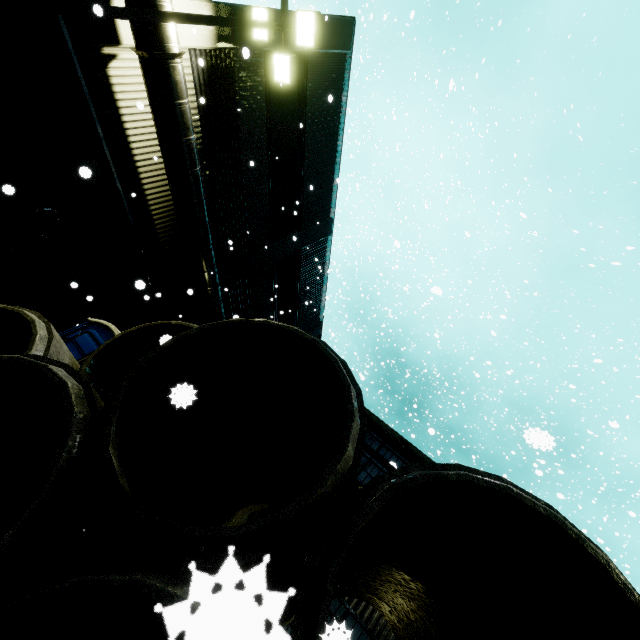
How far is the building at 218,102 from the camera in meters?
9.9

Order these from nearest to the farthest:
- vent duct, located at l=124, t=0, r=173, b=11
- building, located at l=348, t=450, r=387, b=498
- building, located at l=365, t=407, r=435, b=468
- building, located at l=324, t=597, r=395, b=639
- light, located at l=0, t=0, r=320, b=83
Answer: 1. building, located at l=324, t=597, r=395, b=639
2. light, located at l=0, t=0, r=320, b=83
3. vent duct, located at l=124, t=0, r=173, b=11
4. building, located at l=348, t=450, r=387, b=498
5. building, located at l=365, t=407, r=435, b=468

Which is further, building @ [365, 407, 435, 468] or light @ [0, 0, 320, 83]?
building @ [365, 407, 435, 468]

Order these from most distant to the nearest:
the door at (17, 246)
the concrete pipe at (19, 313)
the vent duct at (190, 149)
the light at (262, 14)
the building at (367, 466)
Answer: the building at (367, 466)
the door at (17, 246)
the vent duct at (190, 149)
the light at (262, 14)
the concrete pipe at (19, 313)

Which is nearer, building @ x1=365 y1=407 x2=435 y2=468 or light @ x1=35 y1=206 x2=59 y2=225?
light @ x1=35 y1=206 x2=59 y2=225

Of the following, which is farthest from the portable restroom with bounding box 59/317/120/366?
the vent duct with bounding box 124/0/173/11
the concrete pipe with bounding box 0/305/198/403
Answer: the vent duct with bounding box 124/0/173/11

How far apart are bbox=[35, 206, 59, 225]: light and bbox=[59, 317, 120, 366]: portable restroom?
3.10m

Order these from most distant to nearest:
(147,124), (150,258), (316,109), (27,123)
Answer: (316,109), (150,258), (147,124), (27,123)
